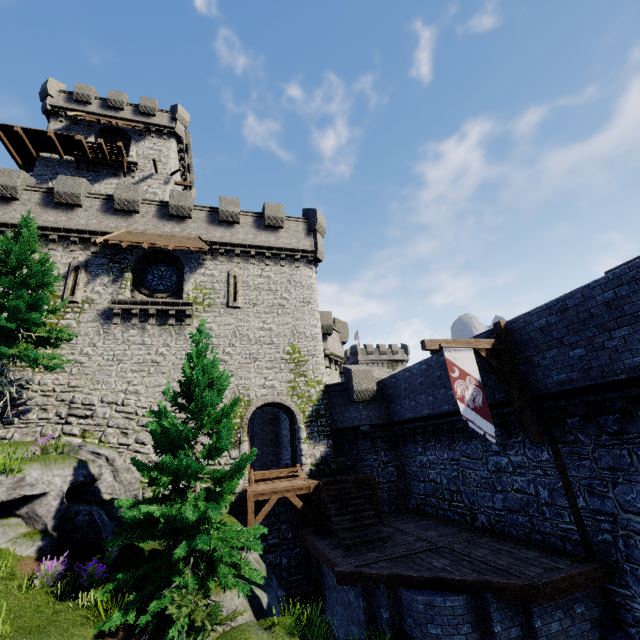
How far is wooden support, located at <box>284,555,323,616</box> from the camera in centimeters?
1286cm

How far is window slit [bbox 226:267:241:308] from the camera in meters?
19.6

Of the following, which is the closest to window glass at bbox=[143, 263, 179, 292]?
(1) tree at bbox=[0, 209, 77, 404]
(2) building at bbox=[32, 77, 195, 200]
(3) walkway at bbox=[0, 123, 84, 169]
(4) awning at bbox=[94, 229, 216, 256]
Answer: (4) awning at bbox=[94, 229, 216, 256]

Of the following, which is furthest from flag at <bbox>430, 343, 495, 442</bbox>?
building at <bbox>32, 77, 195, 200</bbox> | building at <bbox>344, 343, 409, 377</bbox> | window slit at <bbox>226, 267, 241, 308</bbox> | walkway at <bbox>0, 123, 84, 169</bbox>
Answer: building at <bbox>344, 343, 409, 377</bbox>

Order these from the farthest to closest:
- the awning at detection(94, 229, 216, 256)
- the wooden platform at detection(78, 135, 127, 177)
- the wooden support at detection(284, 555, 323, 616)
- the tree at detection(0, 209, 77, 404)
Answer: the wooden platform at detection(78, 135, 127, 177)
the awning at detection(94, 229, 216, 256)
the wooden support at detection(284, 555, 323, 616)
the tree at detection(0, 209, 77, 404)

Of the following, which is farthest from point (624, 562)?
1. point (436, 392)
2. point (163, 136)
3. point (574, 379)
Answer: point (163, 136)

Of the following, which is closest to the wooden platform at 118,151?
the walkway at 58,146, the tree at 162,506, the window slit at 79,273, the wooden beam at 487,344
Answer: the walkway at 58,146

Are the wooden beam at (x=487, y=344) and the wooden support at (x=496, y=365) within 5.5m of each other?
yes
